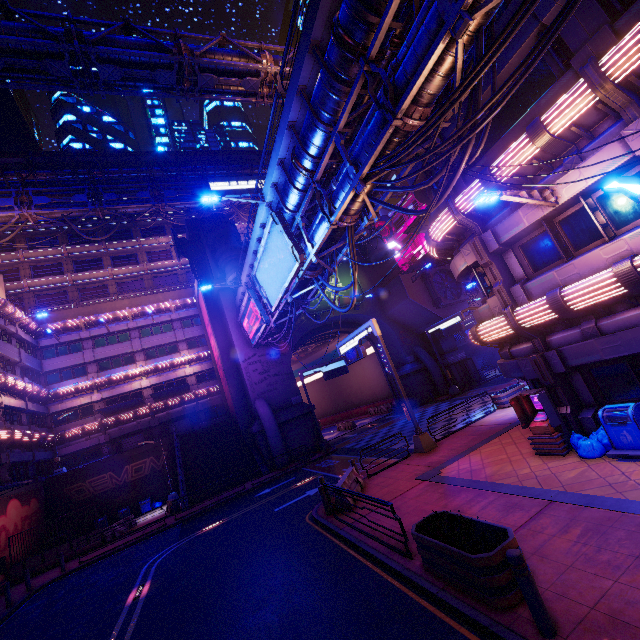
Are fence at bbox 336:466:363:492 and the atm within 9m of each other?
yes

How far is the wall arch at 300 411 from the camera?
28.97m

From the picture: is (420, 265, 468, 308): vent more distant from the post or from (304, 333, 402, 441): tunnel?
the post

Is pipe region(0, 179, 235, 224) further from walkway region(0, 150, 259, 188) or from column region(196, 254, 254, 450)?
column region(196, 254, 254, 450)

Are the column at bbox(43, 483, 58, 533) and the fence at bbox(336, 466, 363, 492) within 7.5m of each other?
no

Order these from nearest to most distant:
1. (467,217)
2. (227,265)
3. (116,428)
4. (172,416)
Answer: (467,217)
(227,265)
(116,428)
(172,416)

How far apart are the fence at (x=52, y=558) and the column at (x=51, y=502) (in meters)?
8.06

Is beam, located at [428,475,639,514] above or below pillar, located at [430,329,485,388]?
below
